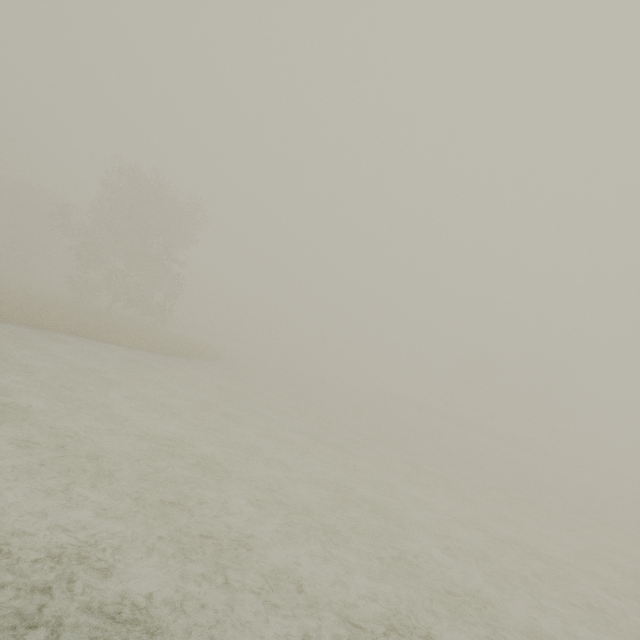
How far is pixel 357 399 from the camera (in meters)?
38.78
